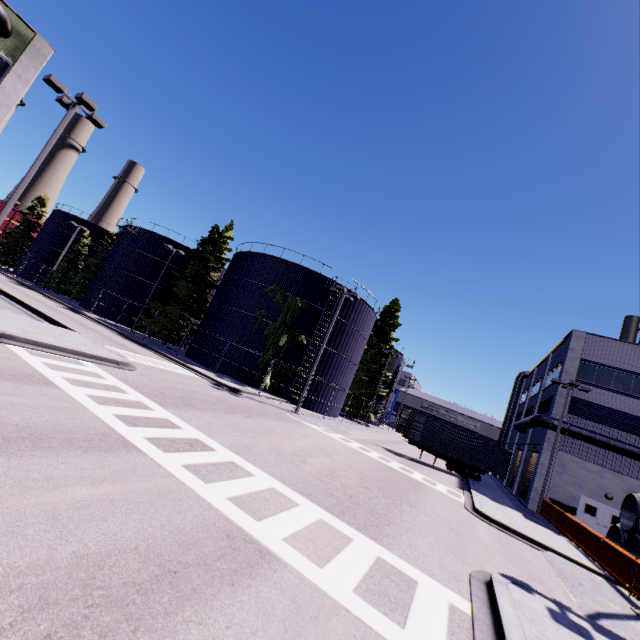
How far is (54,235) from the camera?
50.56m

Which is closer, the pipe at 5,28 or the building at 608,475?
the pipe at 5,28

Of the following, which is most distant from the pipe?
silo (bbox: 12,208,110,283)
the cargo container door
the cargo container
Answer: the cargo container door

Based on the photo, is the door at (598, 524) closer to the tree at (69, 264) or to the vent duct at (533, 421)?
the vent duct at (533, 421)

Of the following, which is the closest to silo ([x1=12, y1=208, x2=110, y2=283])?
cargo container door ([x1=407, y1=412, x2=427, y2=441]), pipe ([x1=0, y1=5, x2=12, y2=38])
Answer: pipe ([x1=0, y1=5, x2=12, y2=38])

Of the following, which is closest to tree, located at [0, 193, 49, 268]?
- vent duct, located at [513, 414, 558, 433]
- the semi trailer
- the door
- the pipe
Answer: the pipe

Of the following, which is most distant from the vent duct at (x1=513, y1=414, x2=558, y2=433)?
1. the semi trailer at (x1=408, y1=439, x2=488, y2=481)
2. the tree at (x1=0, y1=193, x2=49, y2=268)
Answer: the tree at (x1=0, y1=193, x2=49, y2=268)

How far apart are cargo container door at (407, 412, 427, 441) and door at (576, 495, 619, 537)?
11.9 meters
